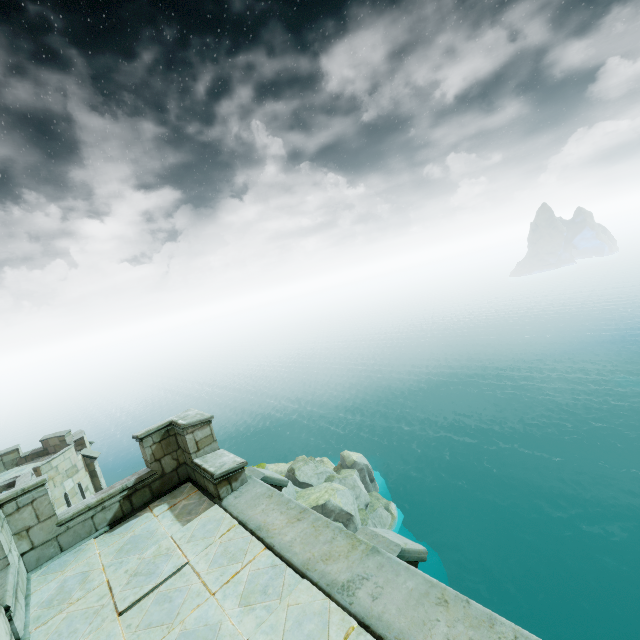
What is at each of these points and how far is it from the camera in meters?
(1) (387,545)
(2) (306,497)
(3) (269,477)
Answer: (1) stone column, 4.1 m
(2) rock, 26.1 m
(3) stone column, 6.4 m

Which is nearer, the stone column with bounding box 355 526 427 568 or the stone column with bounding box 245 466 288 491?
the stone column with bounding box 355 526 427 568

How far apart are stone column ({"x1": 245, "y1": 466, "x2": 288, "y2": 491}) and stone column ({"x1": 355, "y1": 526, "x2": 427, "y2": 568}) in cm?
256

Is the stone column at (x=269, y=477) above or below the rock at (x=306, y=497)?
above

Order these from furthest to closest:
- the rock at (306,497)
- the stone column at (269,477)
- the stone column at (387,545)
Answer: the rock at (306,497), the stone column at (269,477), the stone column at (387,545)

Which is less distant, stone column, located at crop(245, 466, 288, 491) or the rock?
stone column, located at crop(245, 466, 288, 491)

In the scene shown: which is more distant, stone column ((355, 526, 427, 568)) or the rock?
the rock

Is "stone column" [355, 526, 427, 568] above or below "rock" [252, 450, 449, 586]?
above
